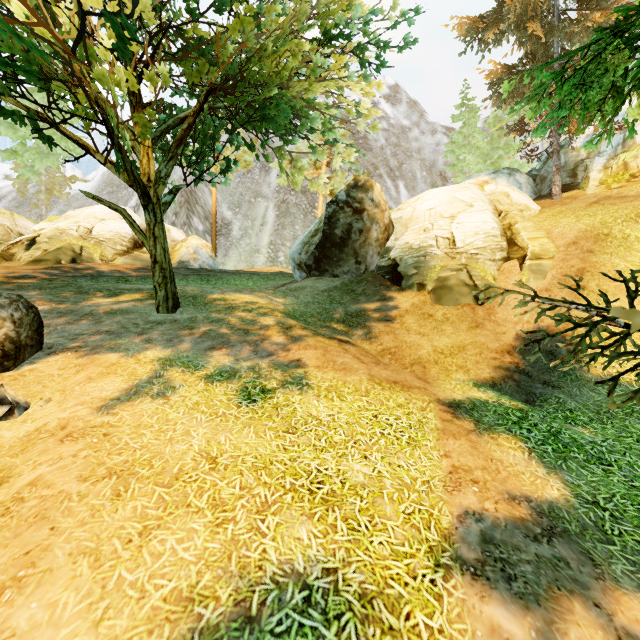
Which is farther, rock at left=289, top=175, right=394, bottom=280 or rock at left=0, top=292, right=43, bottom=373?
rock at left=289, top=175, right=394, bottom=280

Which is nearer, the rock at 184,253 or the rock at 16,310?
the rock at 16,310

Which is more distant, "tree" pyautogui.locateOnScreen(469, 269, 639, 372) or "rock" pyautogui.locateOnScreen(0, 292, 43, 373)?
"rock" pyautogui.locateOnScreen(0, 292, 43, 373)

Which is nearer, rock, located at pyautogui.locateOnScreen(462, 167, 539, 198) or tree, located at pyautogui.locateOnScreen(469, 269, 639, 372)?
tree, located at pyautogui.locateOnScreen(469, 269, 639, 372)

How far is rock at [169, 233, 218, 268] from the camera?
20.3m

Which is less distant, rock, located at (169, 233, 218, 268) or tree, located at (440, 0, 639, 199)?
tree, located at (440, 0, 639, 199)

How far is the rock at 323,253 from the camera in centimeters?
1482cm

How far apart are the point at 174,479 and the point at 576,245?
15.8m
